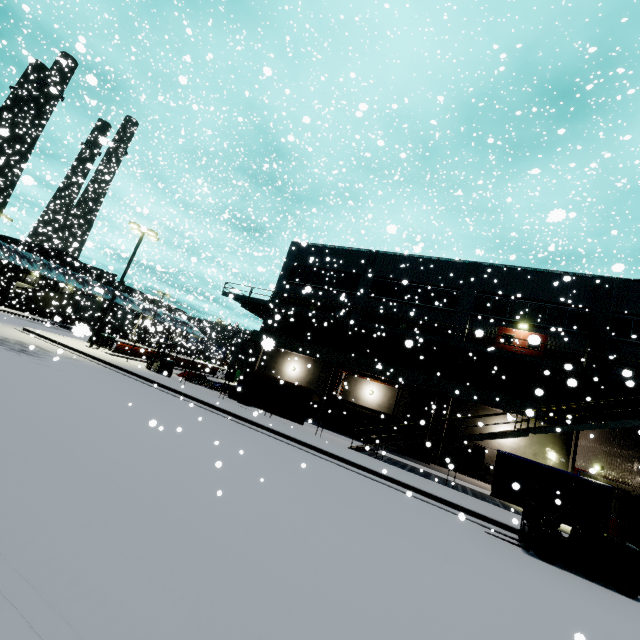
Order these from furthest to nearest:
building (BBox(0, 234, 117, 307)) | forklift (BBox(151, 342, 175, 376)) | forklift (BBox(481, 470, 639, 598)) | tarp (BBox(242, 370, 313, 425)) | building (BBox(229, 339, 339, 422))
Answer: building (BBox(0, 234, 117, 307)), building (BBox(229, 339, 339, 422)), forklift (BBox(151, 342, 175, 376)), tarp (BBox(242, 370, 313, 425)), forklift (BBox(481, 470, 639, 598))

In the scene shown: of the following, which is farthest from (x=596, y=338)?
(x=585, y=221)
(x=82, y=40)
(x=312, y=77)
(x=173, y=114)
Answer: (x=173, y=114)

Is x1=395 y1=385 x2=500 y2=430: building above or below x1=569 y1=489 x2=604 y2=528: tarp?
above

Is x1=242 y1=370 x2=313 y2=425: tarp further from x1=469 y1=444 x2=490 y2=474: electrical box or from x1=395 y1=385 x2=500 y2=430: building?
x1=469 y1=444 x2=490 y2=474: electrical box

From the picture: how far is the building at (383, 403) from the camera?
23.8m

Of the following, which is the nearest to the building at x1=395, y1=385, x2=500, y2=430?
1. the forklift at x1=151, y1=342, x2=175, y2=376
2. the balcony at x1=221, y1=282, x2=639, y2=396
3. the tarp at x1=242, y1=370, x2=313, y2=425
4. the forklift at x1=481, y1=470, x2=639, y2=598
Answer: the balcony at x1=221, y1=282, x2=639, y2=396

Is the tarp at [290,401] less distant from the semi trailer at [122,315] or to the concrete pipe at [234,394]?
the semi trailer at [122,315]

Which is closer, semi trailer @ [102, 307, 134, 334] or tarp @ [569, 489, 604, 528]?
tarp @ [569, 489, 604, 528]
